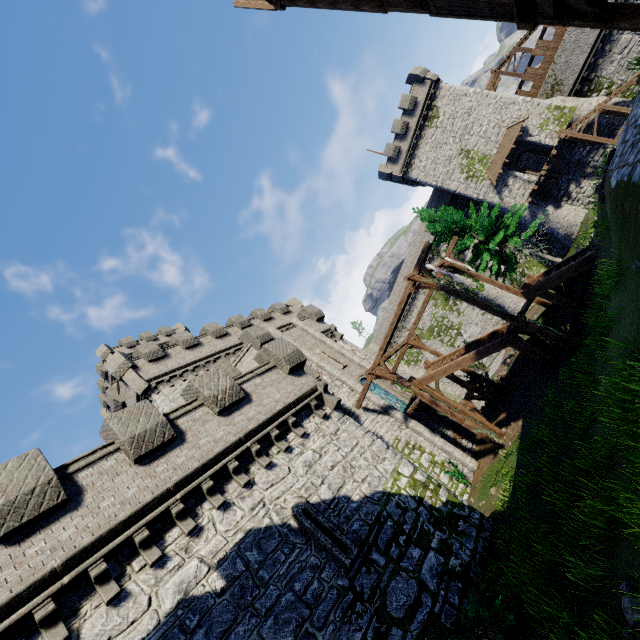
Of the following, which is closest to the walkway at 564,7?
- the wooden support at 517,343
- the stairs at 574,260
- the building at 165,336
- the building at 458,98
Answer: the stairs at 574,260

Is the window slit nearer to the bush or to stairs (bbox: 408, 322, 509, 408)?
the bush

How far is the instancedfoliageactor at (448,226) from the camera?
20.2m

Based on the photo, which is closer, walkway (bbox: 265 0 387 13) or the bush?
the bush

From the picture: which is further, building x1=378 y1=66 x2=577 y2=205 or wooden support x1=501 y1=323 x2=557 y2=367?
building x1=378 y1=66 x2=577 y2=205

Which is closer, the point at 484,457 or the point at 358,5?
the point at 358,5

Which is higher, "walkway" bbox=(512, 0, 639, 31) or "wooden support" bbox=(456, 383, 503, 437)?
"walkway" bbox=(512, 0, 639, 31)

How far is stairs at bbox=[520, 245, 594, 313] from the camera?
13.78m
